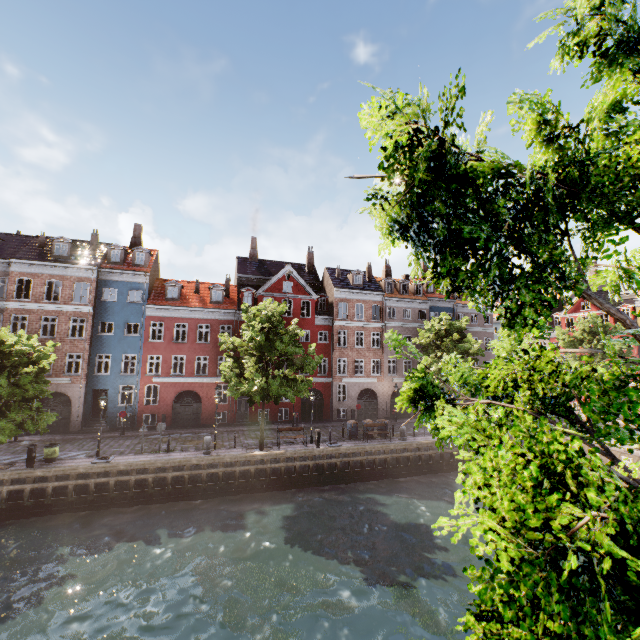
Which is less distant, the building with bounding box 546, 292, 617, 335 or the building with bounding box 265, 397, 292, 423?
the building with bounding box 265, 397, 292, 423

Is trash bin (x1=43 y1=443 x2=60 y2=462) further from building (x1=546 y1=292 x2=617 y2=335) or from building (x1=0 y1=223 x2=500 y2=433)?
building (x1=546 y1=292 x2=617 y2=335)

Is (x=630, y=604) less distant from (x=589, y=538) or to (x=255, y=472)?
(x=589, y=538)

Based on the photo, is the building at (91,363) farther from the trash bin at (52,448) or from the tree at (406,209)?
the trash bin at (52,448)

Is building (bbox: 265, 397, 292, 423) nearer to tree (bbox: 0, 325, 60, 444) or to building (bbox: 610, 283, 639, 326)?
tree (bbox: 0, 325, 60, 444)

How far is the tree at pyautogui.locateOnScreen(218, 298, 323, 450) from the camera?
20.2 meters

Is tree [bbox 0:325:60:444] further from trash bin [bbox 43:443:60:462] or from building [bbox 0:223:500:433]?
building [bbox 0:223:500:433]

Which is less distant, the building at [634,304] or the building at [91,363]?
the building at [91,363]
